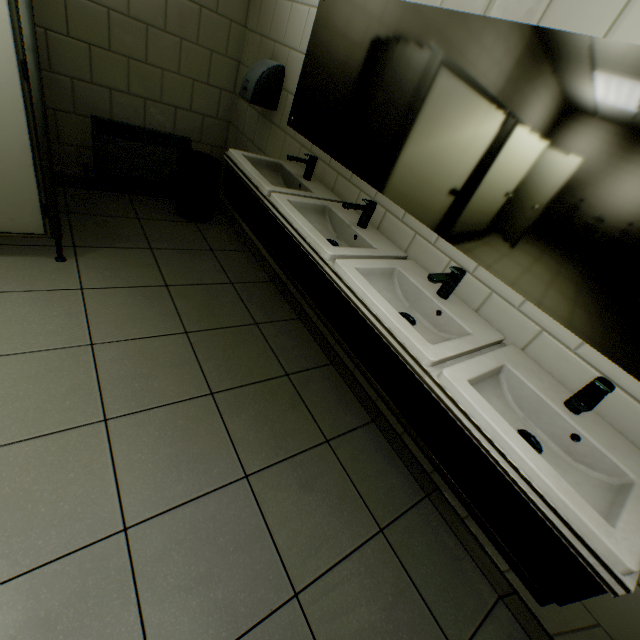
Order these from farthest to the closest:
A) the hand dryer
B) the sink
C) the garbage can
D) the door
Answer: the garbage can
the hand dryer
the door
the sink

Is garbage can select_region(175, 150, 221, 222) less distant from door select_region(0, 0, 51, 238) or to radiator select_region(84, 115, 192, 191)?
radiator select_region(84, 115, 192, 191)

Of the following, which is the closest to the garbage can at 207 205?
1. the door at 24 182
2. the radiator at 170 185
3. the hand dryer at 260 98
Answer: the radiator at 170 185

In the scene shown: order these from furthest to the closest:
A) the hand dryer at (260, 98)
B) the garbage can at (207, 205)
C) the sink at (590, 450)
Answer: the garbage can at (207, 205) → the hand dryer at (260, 98) → the sink at (590, 450)

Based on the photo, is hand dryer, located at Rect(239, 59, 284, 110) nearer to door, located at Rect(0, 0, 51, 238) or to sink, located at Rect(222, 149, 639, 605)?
sink, located at Rect(222, 149, 639, 605)

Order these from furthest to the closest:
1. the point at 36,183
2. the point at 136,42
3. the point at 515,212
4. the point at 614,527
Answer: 1. the point at 136,42
2. the point at 36,183
3. the point at 515,212
4. the point at 614,527

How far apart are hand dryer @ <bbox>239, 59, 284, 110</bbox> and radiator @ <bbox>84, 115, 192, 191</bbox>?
0.8 meters

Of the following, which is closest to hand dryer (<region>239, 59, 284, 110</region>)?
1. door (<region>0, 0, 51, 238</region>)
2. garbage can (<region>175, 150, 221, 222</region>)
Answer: garbage can (<region>175, 150, 221, 222</region>)
